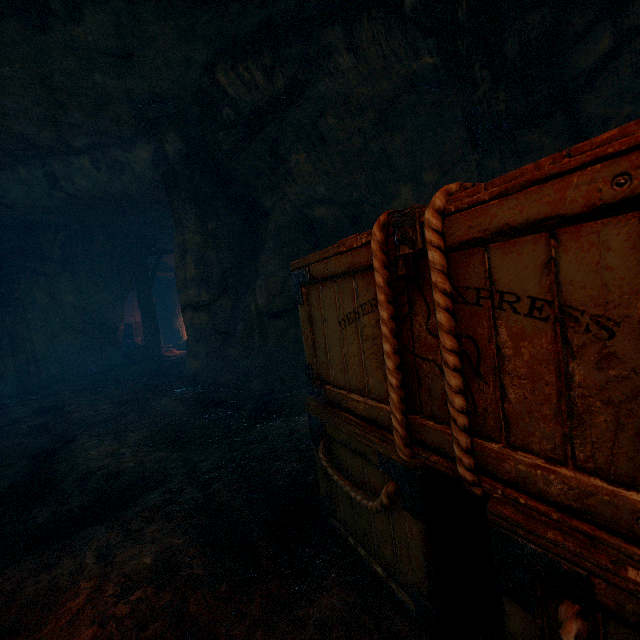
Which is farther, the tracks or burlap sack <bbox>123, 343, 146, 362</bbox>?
the tracks

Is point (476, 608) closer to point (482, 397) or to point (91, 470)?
point (482, 397)

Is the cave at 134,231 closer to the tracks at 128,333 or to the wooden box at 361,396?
the tracks at 128,333

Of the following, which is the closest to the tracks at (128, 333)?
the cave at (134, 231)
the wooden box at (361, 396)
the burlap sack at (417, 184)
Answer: the cave at (134, 231)

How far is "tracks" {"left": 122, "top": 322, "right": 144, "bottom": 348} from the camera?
14.7 meters

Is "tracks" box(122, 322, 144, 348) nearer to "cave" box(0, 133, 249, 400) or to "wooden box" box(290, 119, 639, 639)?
"cave" box(0, 133, 249, 400)

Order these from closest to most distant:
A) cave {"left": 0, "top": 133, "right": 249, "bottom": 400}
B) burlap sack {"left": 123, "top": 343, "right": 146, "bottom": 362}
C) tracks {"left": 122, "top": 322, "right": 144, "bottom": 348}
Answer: cave {"left": 0, "top": 133, "right": 249, "bottom": 400}
burlap sack {"left": 123, "top": 343, "right": 146, "bottom": 362}
tracks {"left": 122, "top": 322, "right": 144, "bottom": 348}
